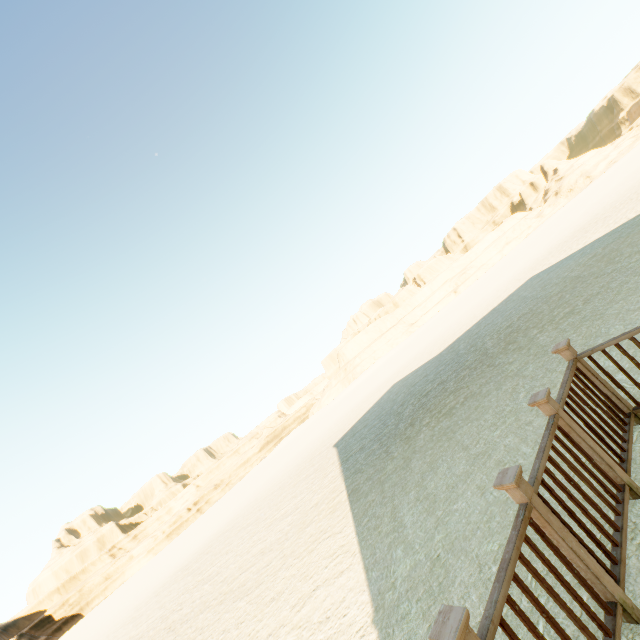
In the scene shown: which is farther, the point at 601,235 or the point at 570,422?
the point at 601,235
